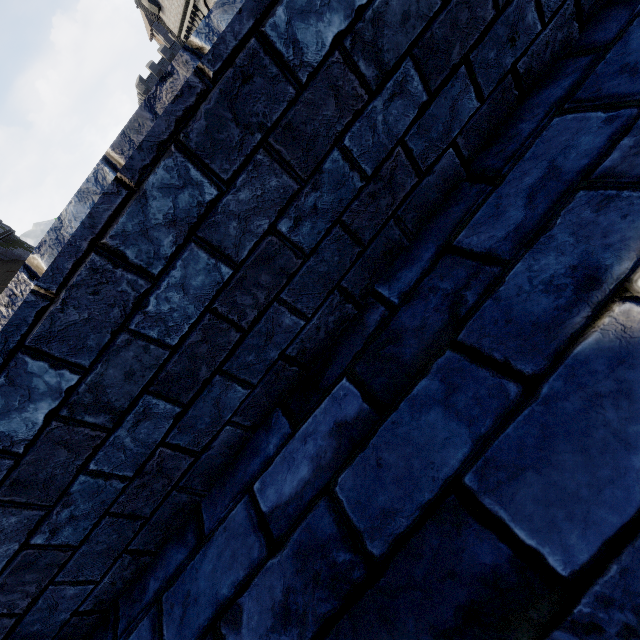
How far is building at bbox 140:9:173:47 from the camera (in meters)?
55.91

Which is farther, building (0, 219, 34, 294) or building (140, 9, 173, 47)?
building (140, 9, 173, 47)

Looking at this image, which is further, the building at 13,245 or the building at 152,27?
the building at 152,27

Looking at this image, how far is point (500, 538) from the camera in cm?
74

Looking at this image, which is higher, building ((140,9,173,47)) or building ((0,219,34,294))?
building ((140,9,173,47))

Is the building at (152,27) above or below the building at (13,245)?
above
